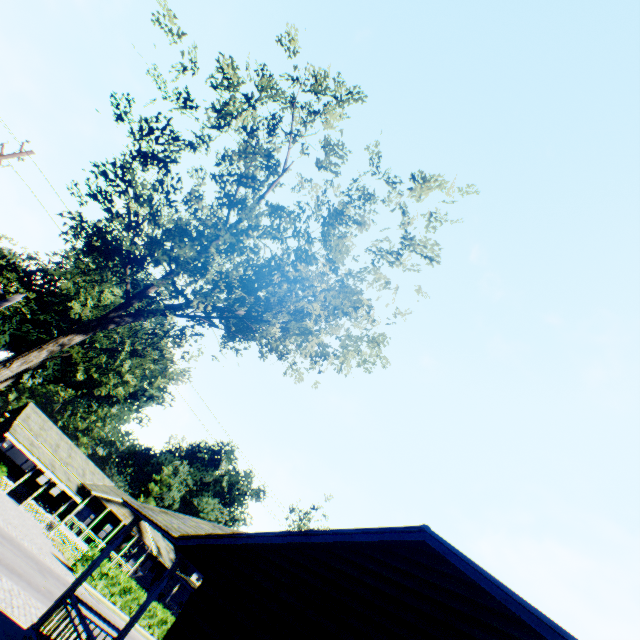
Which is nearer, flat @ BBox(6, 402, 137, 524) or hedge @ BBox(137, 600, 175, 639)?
hedge @ BBox(137, 600, 175, 639)

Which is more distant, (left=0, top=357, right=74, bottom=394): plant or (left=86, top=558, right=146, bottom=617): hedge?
(left=0, top=357, right=74, bottom=394): plant

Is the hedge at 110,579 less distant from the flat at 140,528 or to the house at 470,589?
the flat at 140,528

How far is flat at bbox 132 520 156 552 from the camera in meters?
37.7

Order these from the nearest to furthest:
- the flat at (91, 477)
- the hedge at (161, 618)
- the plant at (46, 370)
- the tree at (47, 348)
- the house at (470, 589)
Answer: the house at (470, 589) < the tree at (47, 348) < the hedge at (161, 618) < the flat at (91, 477) < the plant at (46, 370)

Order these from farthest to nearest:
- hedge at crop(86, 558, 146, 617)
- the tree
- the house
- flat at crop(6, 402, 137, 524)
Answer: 1. flat at crop(6, 402, 137, 524)
2. hedge at crop(86, 558, 146, 617)
3. the tree
4. the house

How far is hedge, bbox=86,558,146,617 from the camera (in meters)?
26.59

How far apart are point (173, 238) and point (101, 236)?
1.92m
